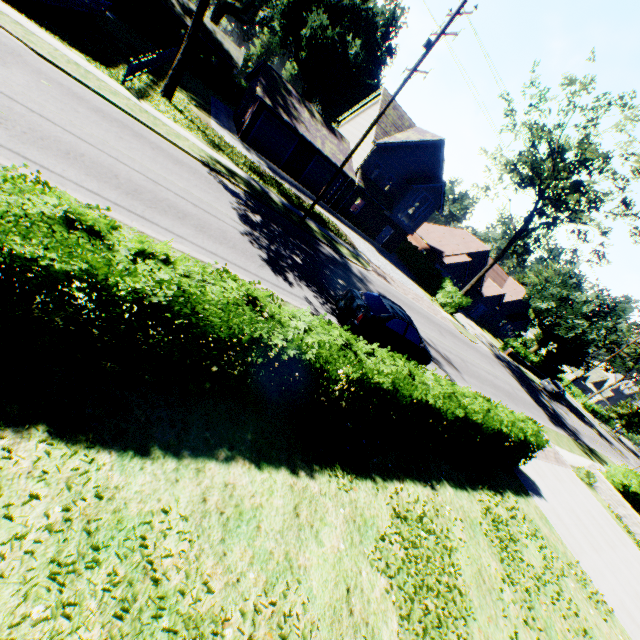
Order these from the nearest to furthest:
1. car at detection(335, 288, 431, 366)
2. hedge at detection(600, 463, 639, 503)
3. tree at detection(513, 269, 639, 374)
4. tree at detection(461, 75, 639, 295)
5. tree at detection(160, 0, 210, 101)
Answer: car at detection(335, 288, 431, 366)
tree at detection(160, 0, 210, 101)
hedge at detection(600, 463, 639, 503)
tree at detection(461, 75, 639, 295)
tree at detection(513, 269, 639, 374)

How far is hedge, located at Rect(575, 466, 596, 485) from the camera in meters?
18.3 m

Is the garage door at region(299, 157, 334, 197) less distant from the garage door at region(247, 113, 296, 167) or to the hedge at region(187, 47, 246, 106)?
the garage door at region(247, 113, 296, 167)

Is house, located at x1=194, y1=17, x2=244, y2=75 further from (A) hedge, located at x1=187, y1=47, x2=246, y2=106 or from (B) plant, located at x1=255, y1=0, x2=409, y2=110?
(A) hedge, located at x1=187, y1=47, x2=246, y2=106

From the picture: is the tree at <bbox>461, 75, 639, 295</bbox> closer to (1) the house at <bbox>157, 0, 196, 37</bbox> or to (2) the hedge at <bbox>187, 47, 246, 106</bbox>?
(2) the hedge at <bbox>187, 47, 246, 106</bbox>

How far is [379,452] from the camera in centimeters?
753cm

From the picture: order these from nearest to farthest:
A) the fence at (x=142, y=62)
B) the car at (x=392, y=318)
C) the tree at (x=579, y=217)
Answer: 1. the car at (x=392, y=318)
2. the fence at (x=142, y=62)
3. the tree at (x=579, y=217)

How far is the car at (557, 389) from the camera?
38.8 meters
